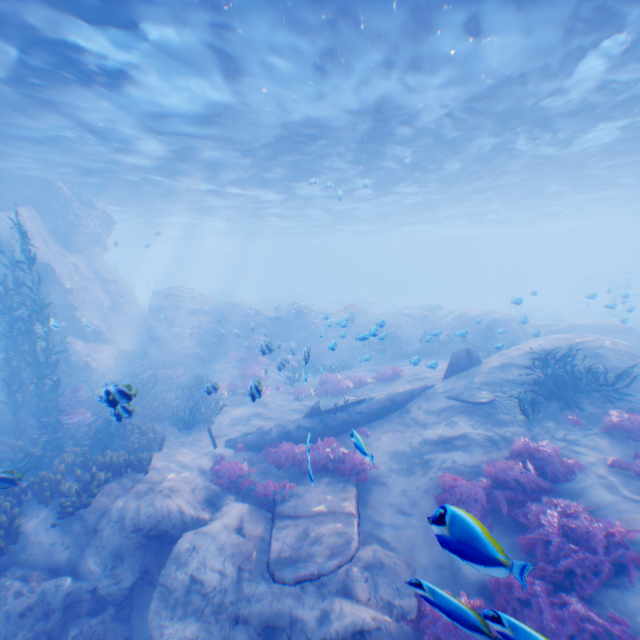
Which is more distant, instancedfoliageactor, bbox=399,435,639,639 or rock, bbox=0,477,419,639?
rock, bbox=0,477,419,639

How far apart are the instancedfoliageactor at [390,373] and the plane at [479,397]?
3.4 meters

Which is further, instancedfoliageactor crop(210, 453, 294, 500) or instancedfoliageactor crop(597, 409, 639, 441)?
instancedfoliageactor crop(210, 453, 294, 500)

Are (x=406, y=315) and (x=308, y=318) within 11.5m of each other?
yes

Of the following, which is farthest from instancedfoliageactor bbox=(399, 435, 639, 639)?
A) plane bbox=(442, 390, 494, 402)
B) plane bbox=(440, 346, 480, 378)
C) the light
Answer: the light

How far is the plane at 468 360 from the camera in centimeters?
1302cm

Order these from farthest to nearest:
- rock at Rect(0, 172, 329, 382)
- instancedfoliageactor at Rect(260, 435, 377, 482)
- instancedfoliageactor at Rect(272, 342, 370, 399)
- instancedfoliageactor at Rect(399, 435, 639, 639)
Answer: rock at Rect(0, 172, 329, 382), instancedfoliageactor at Rect(272, 342, 370, 399), instancedfoliageactor at Rect(260, 435, 377, 482), instancedfoliageactor at Rect(399, 435, 639, 639)
